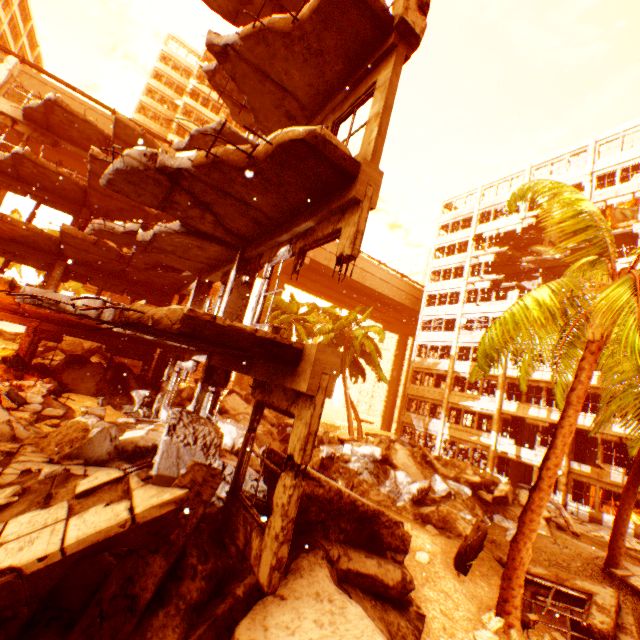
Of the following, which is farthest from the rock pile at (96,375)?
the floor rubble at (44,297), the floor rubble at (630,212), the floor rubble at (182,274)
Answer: the floor rubble at (630,212)

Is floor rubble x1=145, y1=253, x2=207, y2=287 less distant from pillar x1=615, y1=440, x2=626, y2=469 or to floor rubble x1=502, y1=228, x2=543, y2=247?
floor rubble x1=502, y1=228, x2=543, y2=247

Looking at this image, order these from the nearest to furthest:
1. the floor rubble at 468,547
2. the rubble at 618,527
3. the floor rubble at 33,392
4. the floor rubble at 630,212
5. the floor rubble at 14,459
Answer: the floor rubble at 14,459 → the floor rubble at 468,547 → the floor rubble at 33,392 → the rubble at 618,527 → the floor rubble at 630,212

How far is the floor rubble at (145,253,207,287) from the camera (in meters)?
11.90

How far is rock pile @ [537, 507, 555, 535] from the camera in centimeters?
1415cm

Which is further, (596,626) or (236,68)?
(236,68)

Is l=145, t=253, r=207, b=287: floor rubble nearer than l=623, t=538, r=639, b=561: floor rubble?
Yes

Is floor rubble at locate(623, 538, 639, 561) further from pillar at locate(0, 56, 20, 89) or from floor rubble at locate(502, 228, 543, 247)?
pillar at locate(0, 56, 20, 89)
